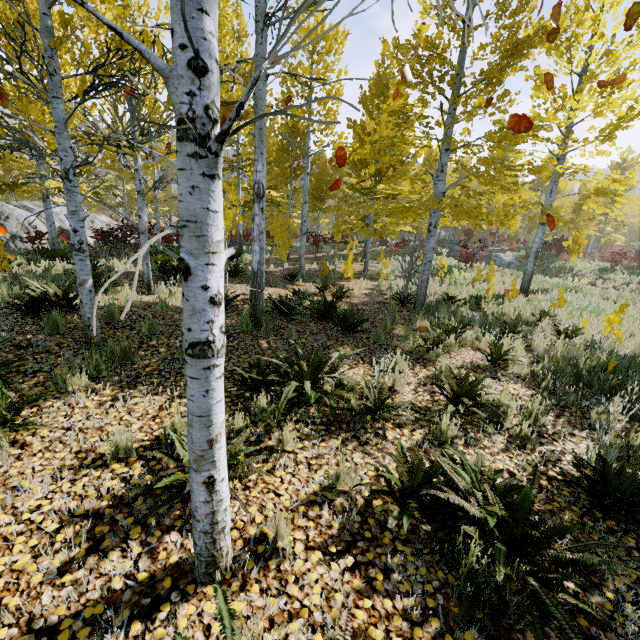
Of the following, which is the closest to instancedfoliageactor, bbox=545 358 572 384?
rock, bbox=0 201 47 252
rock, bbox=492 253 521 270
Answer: rock, bbox=0 201 47 252

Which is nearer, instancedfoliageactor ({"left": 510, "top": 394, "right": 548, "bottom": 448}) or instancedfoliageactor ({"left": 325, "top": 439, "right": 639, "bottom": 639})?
instancedfoliageactor ({"left": 325, "top": 439, "right": 639, "bottom": 639})

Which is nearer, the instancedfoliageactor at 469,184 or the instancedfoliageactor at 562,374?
the instancedfoliageactor at 469,184

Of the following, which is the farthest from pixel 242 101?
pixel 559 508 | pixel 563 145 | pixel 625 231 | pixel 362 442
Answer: pixel 625 231

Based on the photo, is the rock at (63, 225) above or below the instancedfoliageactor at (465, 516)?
above

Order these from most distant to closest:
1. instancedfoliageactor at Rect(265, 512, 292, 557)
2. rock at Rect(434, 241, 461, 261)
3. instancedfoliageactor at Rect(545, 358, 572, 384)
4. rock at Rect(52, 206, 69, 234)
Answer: rock at Rect(434, 241, 461, 261), rock at Rect(52, 206, 69, 234), instancedfoliageactor at Rect(545, 358, 572, 384), instancedfoliageactor at Rect(265, 512, 292, 557)

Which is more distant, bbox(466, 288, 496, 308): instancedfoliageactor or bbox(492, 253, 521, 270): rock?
bbox(492, 253, 521, 270): rock
